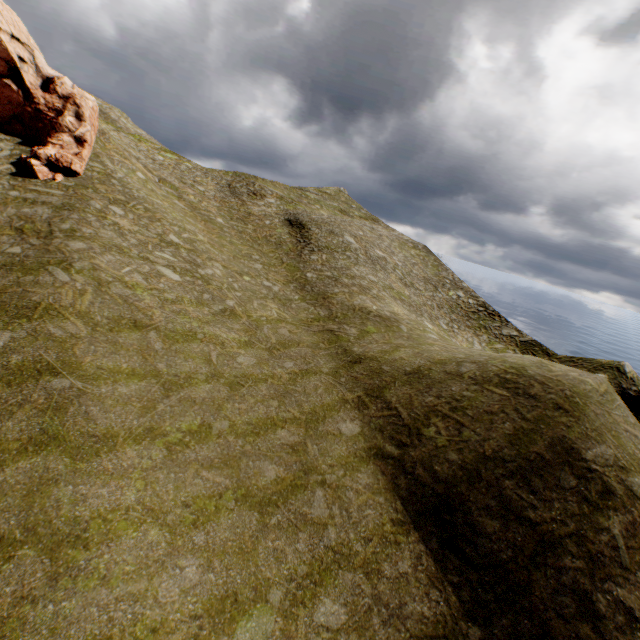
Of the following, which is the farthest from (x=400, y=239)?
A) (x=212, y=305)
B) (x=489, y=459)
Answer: Result: (x=489, y=459)
